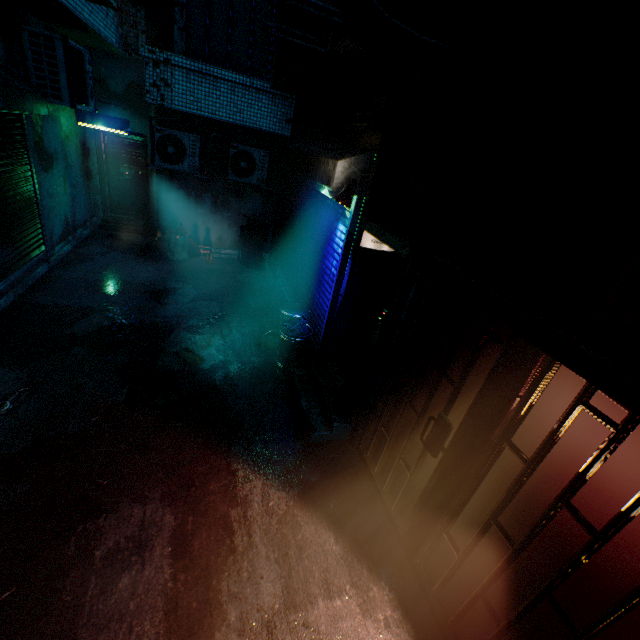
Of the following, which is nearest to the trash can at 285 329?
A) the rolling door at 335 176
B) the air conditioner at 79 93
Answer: the rolling door at 335 176

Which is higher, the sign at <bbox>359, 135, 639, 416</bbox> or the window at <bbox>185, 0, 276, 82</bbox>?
the window at <bbox>185, 0, 276, 82</bbox>

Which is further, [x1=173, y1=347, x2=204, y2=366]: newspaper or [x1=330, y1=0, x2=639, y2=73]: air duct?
[x1=173, y1=347, x2=204, y2=366]: newspaper

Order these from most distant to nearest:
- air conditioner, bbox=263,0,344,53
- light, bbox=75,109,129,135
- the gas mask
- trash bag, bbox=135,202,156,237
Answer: trash bag, bbox=135,202,156,237 < light, bbox=75,109,129,135 < the gas mask < air conditioner, bbox=263,0,344,53

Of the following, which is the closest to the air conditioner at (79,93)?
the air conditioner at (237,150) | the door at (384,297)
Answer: the air conditioner at (237,150)

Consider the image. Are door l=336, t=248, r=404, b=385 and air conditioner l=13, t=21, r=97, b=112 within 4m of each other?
no

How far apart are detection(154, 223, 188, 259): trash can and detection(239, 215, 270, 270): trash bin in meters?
1.2

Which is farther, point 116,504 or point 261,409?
point 261,409
